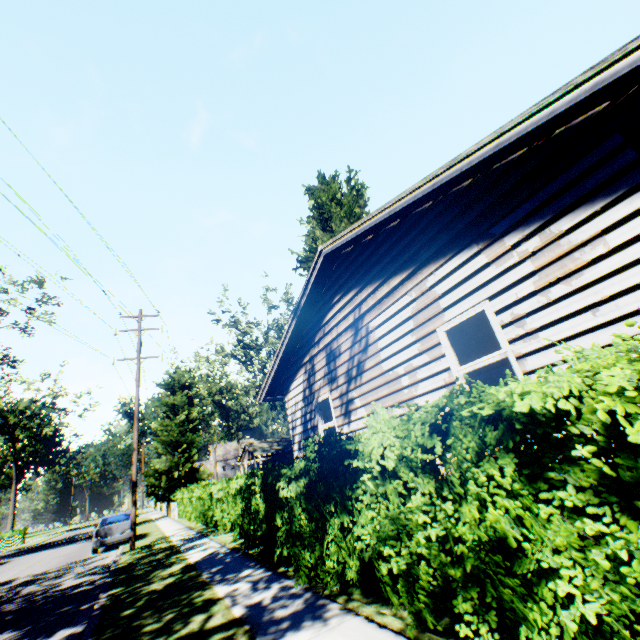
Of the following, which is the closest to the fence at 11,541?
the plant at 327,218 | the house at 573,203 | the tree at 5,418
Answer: the tree at 5,418

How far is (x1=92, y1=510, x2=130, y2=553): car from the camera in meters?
16.1 m

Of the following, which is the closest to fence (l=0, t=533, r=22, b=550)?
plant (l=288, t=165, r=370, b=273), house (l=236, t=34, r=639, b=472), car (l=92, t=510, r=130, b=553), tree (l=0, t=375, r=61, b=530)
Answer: tree (l=0, t=375, r=61, b=530)

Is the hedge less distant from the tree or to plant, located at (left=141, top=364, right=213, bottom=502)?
plant, located at (left=141, top=364, right=213, bottom=502)

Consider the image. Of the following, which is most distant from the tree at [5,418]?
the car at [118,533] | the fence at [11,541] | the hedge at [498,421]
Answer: the hedge at [498,421]

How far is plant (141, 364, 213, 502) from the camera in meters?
33.6 m

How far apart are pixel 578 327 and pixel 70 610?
11.6 meters

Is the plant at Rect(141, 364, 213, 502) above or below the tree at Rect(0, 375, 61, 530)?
below
